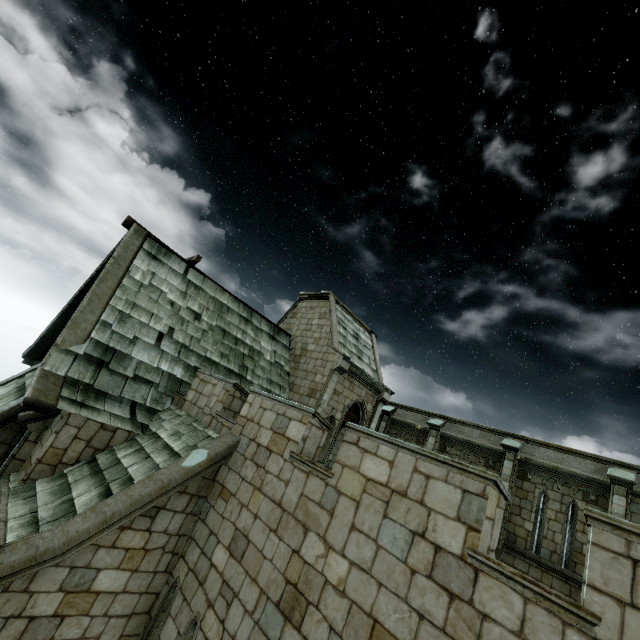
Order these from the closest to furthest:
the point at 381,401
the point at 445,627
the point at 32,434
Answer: the point at 445,627 → the point at 32,434 → the point at 381,401
